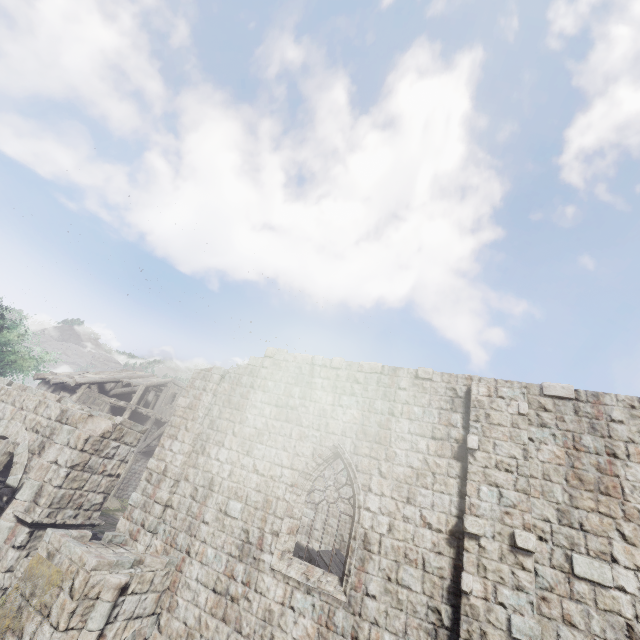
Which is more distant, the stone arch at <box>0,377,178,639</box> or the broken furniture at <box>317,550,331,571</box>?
the broken furniture at <box>317,550,331,571</box>

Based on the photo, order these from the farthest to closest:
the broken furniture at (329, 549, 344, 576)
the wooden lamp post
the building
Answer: the broken furniture at (329, 549, 344, 576) → the wooden lamp post → the building

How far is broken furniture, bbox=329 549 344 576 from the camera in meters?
11.8 m

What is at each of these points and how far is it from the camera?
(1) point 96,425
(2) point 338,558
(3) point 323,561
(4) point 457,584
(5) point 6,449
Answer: (1) stone arch, 12.5m
(2) broken furniture, 12.7m
(3) broken furniture, 12.3m
(4) building, 6.9m
(5) wooden lamp post, 9.9m

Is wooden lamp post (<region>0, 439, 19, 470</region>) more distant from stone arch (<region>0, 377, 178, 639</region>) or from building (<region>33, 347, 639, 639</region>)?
building (<region>33, 347, 639, 639</region>)

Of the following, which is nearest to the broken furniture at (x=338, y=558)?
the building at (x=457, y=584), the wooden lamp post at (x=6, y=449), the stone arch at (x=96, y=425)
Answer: the building at (x=457, y=584)

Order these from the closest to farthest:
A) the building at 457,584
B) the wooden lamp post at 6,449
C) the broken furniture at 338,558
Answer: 1. the building at 457,584
2. the wooden lamp post at 6,449
3. the broken furniture at 338,558

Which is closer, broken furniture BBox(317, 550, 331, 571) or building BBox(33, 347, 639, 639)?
building BBox(33, 347, 639, 639)
